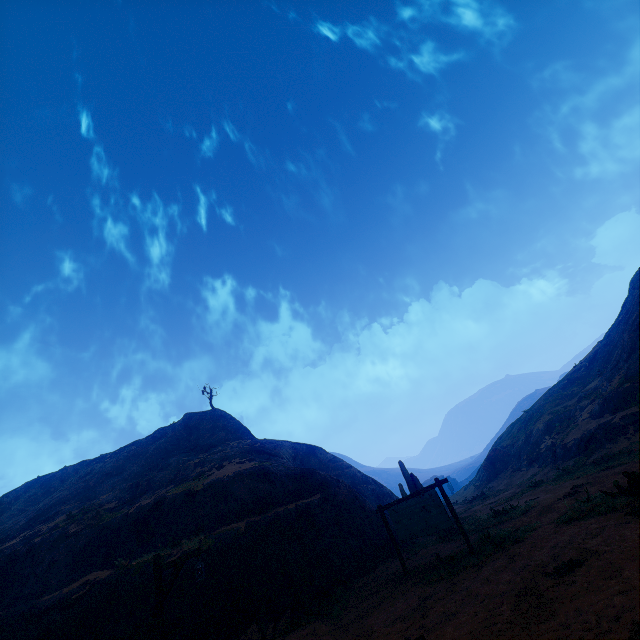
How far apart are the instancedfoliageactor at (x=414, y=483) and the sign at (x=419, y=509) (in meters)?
7.42

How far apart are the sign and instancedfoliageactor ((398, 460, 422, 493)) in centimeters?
742cm

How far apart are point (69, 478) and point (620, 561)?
50.92m

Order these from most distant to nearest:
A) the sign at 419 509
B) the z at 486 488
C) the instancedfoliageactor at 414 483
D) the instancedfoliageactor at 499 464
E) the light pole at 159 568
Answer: the instancedfoliageactor at 499 464 < the instancedfoliageactor at 414 483 < the sign at 419 509 < the light pole at 159 568 < the z at 486 488

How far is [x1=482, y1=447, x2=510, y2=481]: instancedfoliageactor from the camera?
36.2 meters

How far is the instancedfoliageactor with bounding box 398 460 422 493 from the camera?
19.02m

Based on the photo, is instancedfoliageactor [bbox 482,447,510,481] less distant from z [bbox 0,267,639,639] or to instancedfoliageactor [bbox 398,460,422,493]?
z [bbox 0,267,639,639]

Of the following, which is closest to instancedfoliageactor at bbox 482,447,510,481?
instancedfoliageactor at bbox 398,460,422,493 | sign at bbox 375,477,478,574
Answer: instancedfoliageactor at bbox 398,460,422,493
